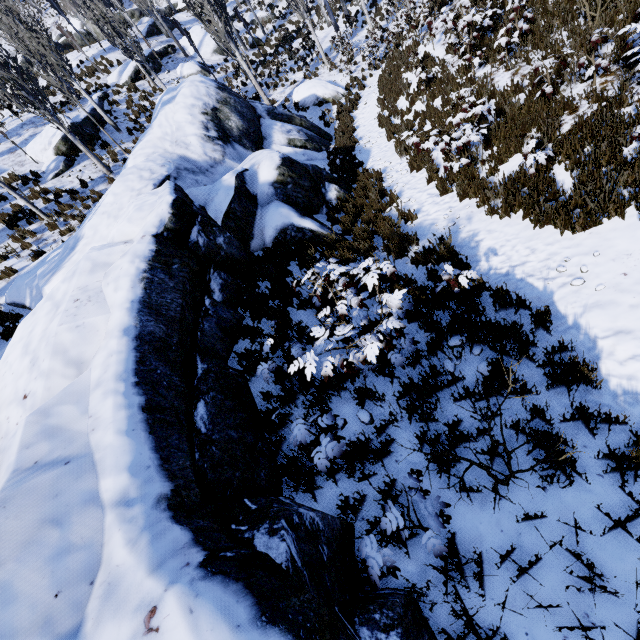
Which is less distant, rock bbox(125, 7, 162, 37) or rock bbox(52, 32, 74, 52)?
rock bbox(125, 7, 162, 37)

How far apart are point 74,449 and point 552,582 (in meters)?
4.42

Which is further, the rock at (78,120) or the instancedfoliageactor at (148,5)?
the instancedfoliageactor at (148,5)

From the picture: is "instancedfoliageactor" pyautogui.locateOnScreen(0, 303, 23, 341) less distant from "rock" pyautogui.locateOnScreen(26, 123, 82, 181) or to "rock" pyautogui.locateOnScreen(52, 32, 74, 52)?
"rock" pyautogui.locateOnScreen(26, 123, 82, 181)

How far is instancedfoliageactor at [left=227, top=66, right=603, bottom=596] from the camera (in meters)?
3.14

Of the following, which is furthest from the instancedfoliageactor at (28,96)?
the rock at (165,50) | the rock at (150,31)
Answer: the rock at (150,31)

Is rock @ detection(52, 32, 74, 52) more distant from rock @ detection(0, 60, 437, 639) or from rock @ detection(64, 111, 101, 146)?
rock @ detection(0, 60, 437, 639)

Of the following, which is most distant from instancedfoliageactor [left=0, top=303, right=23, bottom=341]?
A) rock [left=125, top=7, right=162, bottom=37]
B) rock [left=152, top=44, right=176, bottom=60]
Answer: rock [left=125, top=7, right=162, bottom=37]
